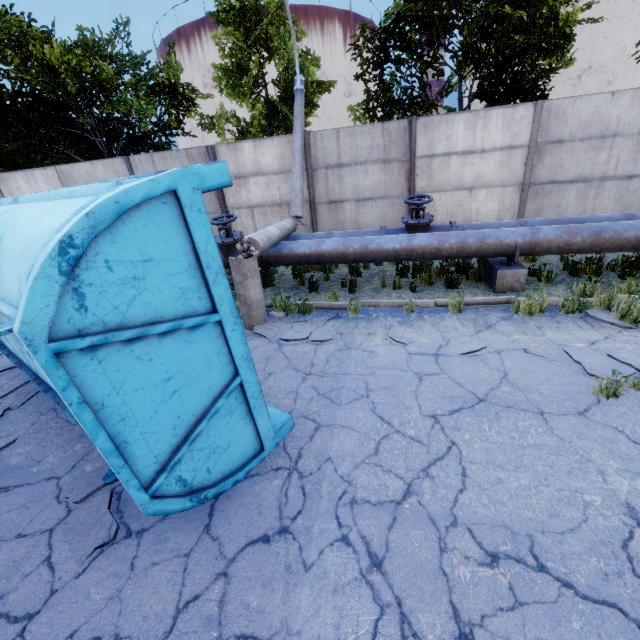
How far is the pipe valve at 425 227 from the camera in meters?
7.3

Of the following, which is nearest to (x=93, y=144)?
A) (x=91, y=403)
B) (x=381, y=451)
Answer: (x=91, y=403)

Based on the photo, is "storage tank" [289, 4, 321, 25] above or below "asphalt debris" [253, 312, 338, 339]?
above

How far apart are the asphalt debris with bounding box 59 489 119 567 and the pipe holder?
6.6 meters

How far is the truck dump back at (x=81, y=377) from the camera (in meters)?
1.80

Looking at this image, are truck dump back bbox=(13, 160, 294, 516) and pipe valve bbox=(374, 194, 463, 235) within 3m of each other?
no

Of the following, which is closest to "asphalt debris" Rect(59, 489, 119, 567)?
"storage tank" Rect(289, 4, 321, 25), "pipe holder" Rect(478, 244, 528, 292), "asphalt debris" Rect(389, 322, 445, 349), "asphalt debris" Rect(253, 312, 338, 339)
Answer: "asphalt debris" Rect(253, 312, 338, 339)

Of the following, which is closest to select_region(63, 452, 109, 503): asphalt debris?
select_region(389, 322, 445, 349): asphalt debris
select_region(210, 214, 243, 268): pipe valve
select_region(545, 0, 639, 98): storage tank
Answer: select_region(389, 322, 445, 349): asphalt debris
